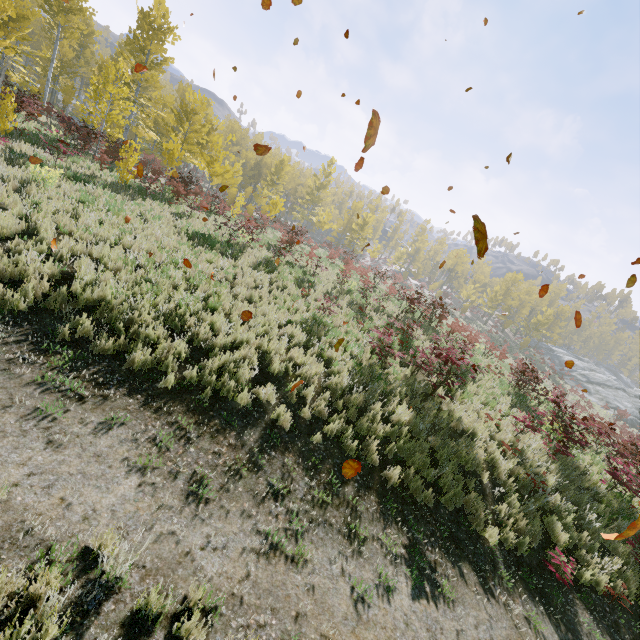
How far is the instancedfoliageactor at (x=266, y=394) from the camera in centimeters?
649cm

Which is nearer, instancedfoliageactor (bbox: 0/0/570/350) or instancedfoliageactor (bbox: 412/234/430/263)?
instancedfoliageactor (bbox: 0/0/570/350)

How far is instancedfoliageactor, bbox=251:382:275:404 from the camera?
6.5 meters

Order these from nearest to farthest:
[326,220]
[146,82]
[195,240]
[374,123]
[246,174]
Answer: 1. [374,123]
2. [195,240]
3. [146,82]
4. [326,220]
5. [246,174]

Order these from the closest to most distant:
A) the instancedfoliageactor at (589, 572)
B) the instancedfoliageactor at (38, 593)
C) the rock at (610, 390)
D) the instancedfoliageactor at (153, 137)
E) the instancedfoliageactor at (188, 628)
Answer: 1. the instancedfoliageactor at (38, 593)
2. the instancedfoliageactor at (188, 628)
3. the instancedfoliageactor at (589, 572)
4. the instancedfoliageactor at (153, 137)
5. the rock at (610, 390)

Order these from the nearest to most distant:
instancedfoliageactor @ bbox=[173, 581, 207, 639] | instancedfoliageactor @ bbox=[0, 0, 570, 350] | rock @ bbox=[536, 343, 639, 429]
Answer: instancedfoliageactor @ bbox=[173, 581, 207, 639], instancedfoliageactor @ bbox=[0, 0, 570, 350], rock @ bbox=[536, 343, 639, 429]

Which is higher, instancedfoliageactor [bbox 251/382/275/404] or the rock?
the rock
